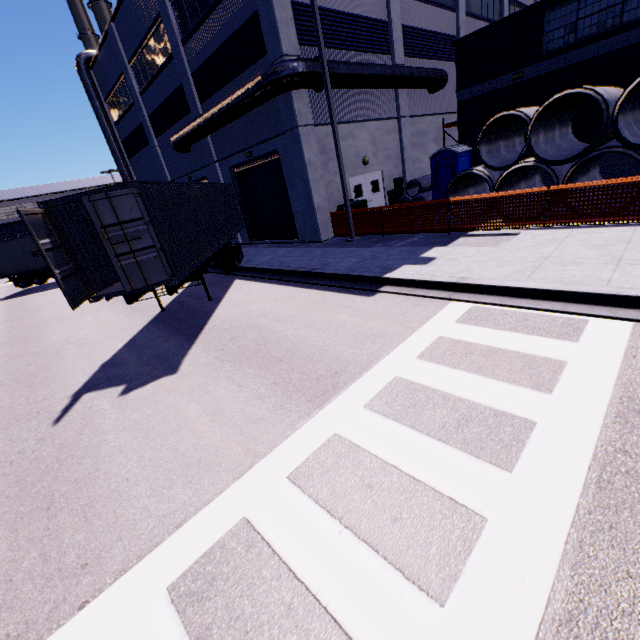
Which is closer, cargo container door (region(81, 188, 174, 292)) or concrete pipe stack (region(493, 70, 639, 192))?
cargo container door (region(81, 188, 174, 292))

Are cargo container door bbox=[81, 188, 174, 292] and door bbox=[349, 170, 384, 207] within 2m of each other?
no

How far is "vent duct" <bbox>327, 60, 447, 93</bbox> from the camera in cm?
1349

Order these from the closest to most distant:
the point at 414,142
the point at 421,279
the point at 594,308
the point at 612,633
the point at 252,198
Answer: the point at 612,633 → the point at 594,308 → the point at 421,279 → the point at 252,198 → the point at 414,142

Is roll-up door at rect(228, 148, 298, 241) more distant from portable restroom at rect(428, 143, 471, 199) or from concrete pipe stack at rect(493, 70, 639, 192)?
portable restroom at rect(428, 143, 471, 199)

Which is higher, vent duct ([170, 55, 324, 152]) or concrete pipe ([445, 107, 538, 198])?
vent duct ([170, 55, 324, 152])

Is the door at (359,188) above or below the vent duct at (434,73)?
below

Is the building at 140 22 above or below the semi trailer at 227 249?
above
